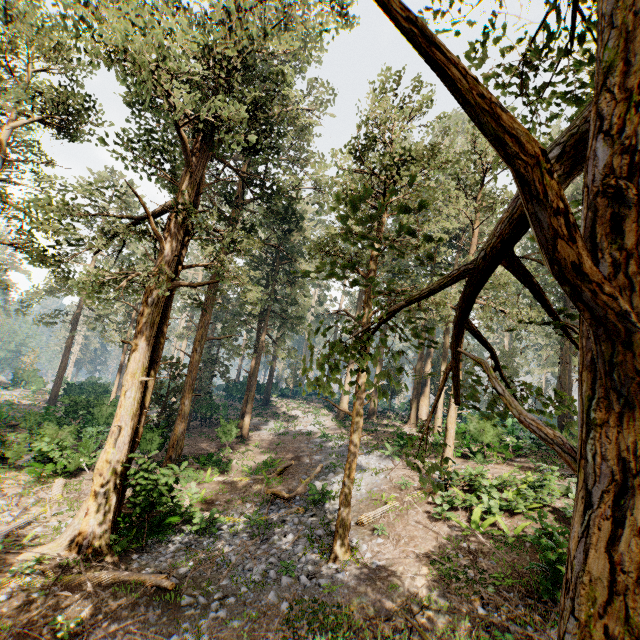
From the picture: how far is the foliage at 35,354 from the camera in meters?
46.5 m

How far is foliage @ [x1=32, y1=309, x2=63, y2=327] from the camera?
33.0m

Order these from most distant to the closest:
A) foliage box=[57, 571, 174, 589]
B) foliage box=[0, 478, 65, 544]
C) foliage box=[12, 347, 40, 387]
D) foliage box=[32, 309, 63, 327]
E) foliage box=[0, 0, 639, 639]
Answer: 1. foliage box=[12, 347, 40, 387]
2. foliage box=[32, 309, 63, 327]
3. foliage box=[0, 478, 65, 544]
4. foliage box=[57, 571, 174, 589]
5. foliage box=[0, 0, 639, 639]

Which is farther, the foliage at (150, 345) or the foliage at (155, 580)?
the foliage at (155, 580)

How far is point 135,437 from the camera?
13.70m

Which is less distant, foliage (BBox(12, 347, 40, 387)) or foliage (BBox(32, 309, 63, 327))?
foliage (BBox(32, 309, 63, 327))
